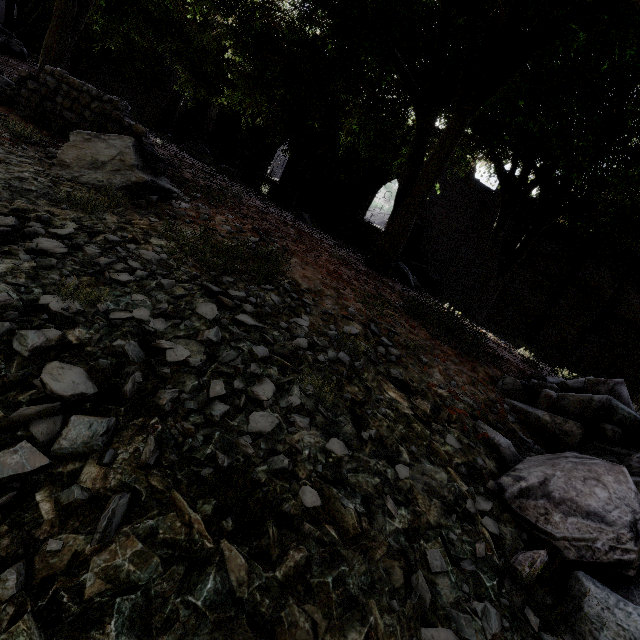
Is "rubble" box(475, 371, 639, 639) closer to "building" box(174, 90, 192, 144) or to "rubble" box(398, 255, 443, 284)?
"building" box(174, 90, 192, 144)

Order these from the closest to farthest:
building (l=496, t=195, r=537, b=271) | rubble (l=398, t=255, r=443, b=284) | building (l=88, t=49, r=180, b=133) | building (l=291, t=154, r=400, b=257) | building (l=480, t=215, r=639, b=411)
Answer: building (l=480, t=215, r=639, b=411)
building (l=496, t=195, r=537, b=271)
rubble (l=398, t=255, r=443, b=284)
building (l=291, t=154, r=400, b=257)
building (l=88, t=49, r=180, b=133)

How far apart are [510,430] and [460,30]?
8.33m

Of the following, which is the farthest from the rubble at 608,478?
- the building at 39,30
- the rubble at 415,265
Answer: the rubble at 415,265

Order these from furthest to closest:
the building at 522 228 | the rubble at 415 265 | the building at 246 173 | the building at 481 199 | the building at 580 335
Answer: the building at 246 173 < the rubble at 415 265 < the building at 481 199 < the building at 522 228 < the building at 580 335

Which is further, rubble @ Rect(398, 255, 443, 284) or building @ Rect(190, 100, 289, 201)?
building @ Rect(190, 100, 289, 201)

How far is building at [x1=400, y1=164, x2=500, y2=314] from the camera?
15.3m
